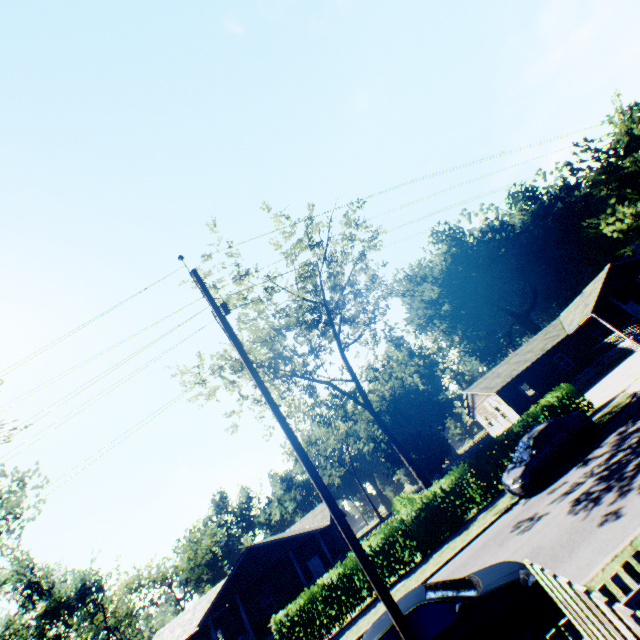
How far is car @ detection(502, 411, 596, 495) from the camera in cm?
1350

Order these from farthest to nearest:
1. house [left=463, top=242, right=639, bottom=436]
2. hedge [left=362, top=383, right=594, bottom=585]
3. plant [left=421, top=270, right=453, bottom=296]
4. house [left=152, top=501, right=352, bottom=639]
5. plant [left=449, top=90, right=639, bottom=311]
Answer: plant [left=421, top=270, right=453, bottom=296] → house [left=463, top=242, right=639, bottom=436] → house [left=152, top=501, right=352, bottom=639] → hedge [left=362, top=383, right=594, bottom=585] → plant [left=449, top=90, right=639, bottom=311]

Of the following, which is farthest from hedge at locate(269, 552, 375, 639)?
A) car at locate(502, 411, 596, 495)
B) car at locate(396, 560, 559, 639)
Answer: car at locate(396, 560, 559, 639)

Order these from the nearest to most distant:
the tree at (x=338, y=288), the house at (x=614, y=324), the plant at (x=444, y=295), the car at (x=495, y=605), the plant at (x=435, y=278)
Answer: the car at (x=495, y=605), the tree at (x=338, y=288), the house at (x=614, y=324), the plant at (x=444, y=295), the plant at (x=435, y=278)

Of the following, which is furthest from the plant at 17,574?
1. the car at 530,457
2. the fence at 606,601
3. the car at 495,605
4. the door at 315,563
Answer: the door at 315,563

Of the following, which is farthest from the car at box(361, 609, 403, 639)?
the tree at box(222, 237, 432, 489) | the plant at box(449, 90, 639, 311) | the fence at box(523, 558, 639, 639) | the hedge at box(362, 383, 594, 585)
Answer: the tree at box(222, 237, 432, 489)

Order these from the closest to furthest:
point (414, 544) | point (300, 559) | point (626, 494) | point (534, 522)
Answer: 1. point (626, 494)
2. point (534, 522)
3. point (414, 544)
4. point (300, 559)

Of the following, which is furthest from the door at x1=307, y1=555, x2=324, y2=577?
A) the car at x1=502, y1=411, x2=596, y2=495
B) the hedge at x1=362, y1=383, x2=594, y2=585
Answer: the car at x1=502, y1=411, x2=596, y2=495
